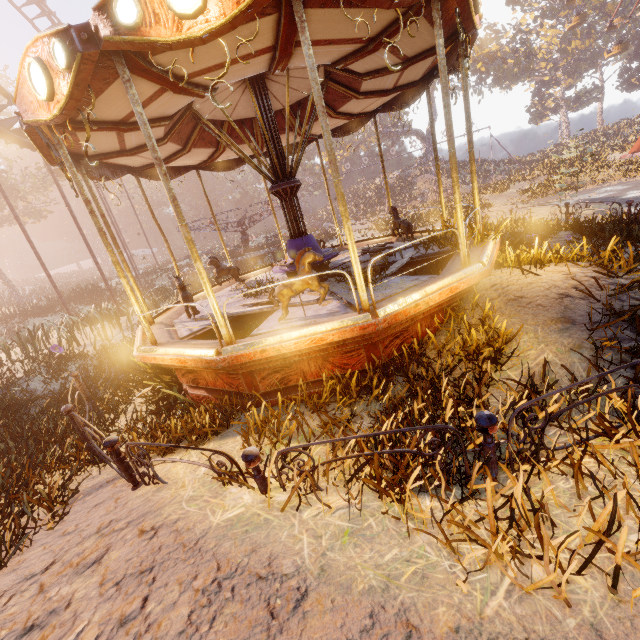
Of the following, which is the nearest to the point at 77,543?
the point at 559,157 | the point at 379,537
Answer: the point at 379,537

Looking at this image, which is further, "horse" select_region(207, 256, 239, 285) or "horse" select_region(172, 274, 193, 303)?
"horse" select_region(207, 256, 239, 285)

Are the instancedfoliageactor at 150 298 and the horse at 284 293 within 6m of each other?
no

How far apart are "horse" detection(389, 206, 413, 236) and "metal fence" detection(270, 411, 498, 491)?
5.7 meters

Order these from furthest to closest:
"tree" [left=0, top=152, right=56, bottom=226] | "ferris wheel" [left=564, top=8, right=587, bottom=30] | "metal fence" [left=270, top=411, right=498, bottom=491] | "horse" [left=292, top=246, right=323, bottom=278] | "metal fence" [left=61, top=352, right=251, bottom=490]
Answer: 1. "ferris wheel" [left=564, top=8, right=587, bottom=30]
2. "tree" [left=0, top=152, right=56, bottom=226]
3. "horse" [left=292, top=246, right=323, bottom=278]
4. "metal fence" [left=61, top=352, right=251, bottom=490]
5. "metal fence" [left=270, top=411, right=498, bottom=491]

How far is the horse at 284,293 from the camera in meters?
4.7 m

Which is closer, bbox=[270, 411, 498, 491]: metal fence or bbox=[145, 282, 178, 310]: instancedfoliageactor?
bbox=[270, 411, 498, 491]: metal fence

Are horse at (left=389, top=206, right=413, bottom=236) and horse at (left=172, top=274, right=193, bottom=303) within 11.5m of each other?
yes
